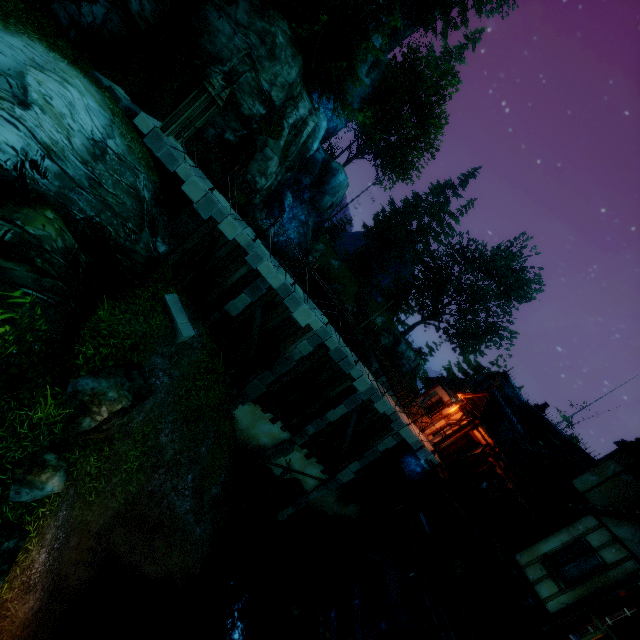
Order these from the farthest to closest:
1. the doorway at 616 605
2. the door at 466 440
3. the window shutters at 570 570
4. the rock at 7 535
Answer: the door at 466 440 < the window shutters at 570 570 < the doorway at 616 605 < the rock at 7 535

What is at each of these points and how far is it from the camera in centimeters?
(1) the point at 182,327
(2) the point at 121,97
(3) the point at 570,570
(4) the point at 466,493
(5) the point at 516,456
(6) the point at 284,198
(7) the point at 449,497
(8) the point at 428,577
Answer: (1) stone, 1145cm
(2) stone, 1027cm
(3) window shutters, 967cm
(4) box, 1412cm
(5) building, 1526cm
(6) rock, 3075cm
(7) wooden platform, 1415cm
(8) waterwhell, 1101cm

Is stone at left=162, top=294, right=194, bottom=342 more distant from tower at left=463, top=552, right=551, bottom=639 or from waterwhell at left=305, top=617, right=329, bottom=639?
tower at left=463, top=552, right=551, bottom=639

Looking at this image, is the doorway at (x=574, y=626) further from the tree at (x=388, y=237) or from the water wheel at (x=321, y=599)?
the tree at (x=388, y=237)

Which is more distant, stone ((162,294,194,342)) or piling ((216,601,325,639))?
stone ((162,294,194,342))

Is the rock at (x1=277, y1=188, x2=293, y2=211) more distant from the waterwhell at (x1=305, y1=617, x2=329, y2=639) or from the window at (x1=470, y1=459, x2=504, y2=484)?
the waterwhell at (x1=305, y1=617, x2=329, y2=639)

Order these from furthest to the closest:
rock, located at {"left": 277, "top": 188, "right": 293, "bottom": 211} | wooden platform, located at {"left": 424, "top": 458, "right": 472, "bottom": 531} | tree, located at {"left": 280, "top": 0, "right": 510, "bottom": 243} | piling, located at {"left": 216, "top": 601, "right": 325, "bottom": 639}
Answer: rock, located at {"left": 277, "top": 188, "right": 293, "bottom": 211} < tree, located at {"left": 280, "top": 0, "right": 510, "bottom": 243} < wooden platform, located at {"left": 424, "top": 458, "right": 472, "bottom": 531} < piling, located at {"left": 216, "top": 601, "right": 325, "bottom": 639}

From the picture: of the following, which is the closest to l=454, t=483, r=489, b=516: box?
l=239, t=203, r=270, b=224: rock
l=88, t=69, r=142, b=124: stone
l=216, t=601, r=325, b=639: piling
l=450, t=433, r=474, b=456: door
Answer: l=450, t=433, r=474, b=456: door
